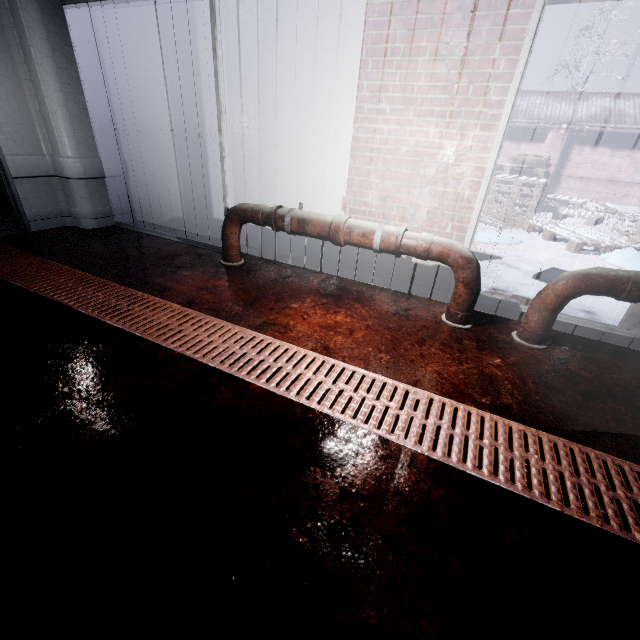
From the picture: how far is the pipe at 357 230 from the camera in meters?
2.1

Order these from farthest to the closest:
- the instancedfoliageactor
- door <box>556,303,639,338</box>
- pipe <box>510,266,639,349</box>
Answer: the instancedfoliageactor < door <box>556,303,639,338</box> < pipe <box>510,266,639,349</box>

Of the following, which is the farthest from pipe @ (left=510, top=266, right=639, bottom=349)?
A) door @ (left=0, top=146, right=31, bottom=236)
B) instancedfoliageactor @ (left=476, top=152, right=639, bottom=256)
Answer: door @ (left=0, top=146, right=31, bottom=236)

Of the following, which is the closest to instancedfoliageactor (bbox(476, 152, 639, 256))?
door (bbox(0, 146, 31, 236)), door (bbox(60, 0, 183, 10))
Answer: door (bbox(60, 0, 183, 10))

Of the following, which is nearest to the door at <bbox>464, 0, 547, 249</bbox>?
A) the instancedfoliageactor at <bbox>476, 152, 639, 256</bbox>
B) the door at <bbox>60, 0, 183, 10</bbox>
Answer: the instancedfoliageactor at <bbox>476, 152, 639, 256</bbox>

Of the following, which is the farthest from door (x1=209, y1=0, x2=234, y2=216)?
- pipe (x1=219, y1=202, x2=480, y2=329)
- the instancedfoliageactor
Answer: the instancedfoliageactor

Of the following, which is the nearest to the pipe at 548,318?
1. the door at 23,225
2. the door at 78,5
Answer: the door at 78,5

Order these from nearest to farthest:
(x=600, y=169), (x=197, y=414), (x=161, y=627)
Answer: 1. (x=161, y=627)
2. (x=197, y=414)
3. (x=600, y=169)
